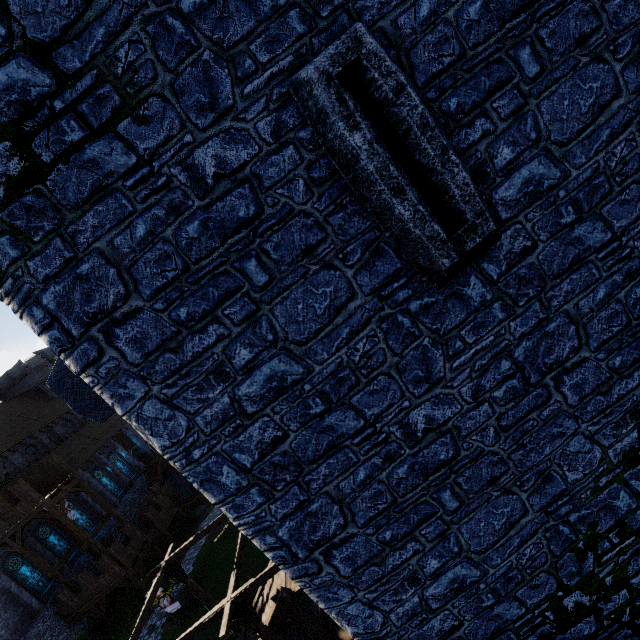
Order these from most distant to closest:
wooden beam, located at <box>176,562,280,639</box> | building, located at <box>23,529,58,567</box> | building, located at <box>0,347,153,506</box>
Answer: building, located at <box>0,347,153,506</box> → building, located at <box>23,529,58,567</box> → wooden beam, located at <box>176,562,280,639</box>

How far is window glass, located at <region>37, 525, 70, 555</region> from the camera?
27.5 meters

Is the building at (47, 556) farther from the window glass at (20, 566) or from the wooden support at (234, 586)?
the wooden support at (234, 586)

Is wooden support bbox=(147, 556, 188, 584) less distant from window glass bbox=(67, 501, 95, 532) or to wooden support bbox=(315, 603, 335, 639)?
wooden support bbox=(315, 603, 335, 639)

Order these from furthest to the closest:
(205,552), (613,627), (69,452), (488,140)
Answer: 1. (69,452)
2. (205,552)
3. (613,627)
4. (488,140)

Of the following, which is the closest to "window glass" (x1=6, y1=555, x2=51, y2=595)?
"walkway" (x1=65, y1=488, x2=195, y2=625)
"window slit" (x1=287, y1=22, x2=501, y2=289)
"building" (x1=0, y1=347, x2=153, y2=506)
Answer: "building" (x1=0, y1=347, x2=153, y2=506)

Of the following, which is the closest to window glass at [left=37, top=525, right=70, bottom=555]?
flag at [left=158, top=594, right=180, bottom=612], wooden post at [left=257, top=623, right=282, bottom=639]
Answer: flag at [left=158, top=594, right=180, bottom=612]

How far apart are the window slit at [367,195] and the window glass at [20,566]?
37.6m
